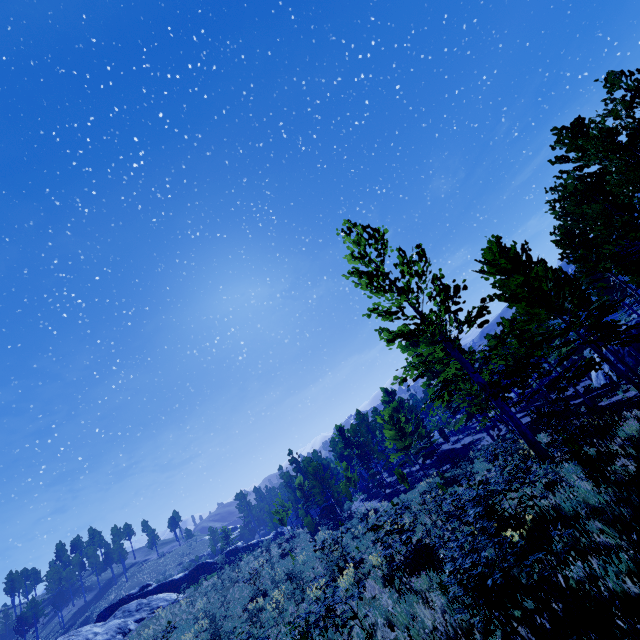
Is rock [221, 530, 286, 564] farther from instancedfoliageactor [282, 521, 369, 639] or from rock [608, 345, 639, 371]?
rock [608, 345, 639, 371]

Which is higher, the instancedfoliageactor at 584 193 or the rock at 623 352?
the instancedfoliageactor at 584 193

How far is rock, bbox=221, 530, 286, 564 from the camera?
42.55m

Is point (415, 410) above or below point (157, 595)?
above

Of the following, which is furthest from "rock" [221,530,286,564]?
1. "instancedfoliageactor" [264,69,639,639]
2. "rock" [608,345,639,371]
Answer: "rock" [608,345,639,371]

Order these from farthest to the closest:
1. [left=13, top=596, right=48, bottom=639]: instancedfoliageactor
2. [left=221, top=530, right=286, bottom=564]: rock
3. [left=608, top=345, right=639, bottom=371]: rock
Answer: [left=13, top=596, right=48, bottom=639]: instancedfoliageactor → [left=221, top=530, right=286, bottom=564]: rock → [left=608, top=345, right=639, bottom=371]: rock

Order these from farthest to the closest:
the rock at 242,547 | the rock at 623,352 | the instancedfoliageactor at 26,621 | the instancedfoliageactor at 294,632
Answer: the instancedfoliageactor at 26,621 < the rock at 242,547 < the rock at 623,352 < the instancedfoliageactor at 294,632

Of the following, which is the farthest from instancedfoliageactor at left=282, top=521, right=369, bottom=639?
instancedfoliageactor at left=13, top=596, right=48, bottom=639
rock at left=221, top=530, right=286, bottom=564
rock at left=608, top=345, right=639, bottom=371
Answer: instancedfoliageactor at left=13, top=596, right=48, bottom=639
